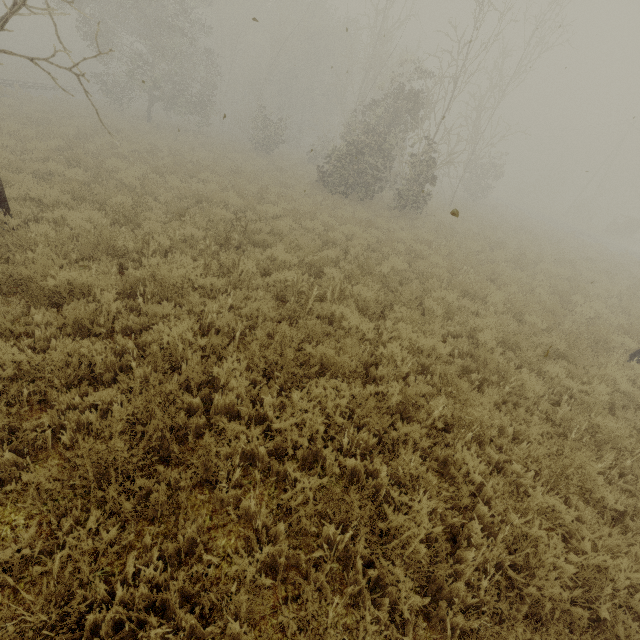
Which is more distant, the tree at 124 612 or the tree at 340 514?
the tree at 340 514

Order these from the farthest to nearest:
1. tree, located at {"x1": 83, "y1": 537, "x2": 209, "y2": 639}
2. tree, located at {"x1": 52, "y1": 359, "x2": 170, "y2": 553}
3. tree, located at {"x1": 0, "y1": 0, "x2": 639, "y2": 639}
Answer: tree, located at {"x1": 0, "y1": 0, "x2": 639, "y2": 639} → tree, located at {"x1": 52, "y1": 359, "x2": 170, "y2": 553} → tree, located at {"x1": 83, "y1": 537, "x2": 209, "y2": 639}

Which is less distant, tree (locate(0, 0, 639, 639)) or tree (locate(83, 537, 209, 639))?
tree (locate(83, 537, 209, 639))

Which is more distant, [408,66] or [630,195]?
[630,195]

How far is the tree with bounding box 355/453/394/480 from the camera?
3.52m

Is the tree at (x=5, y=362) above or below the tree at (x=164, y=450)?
above
